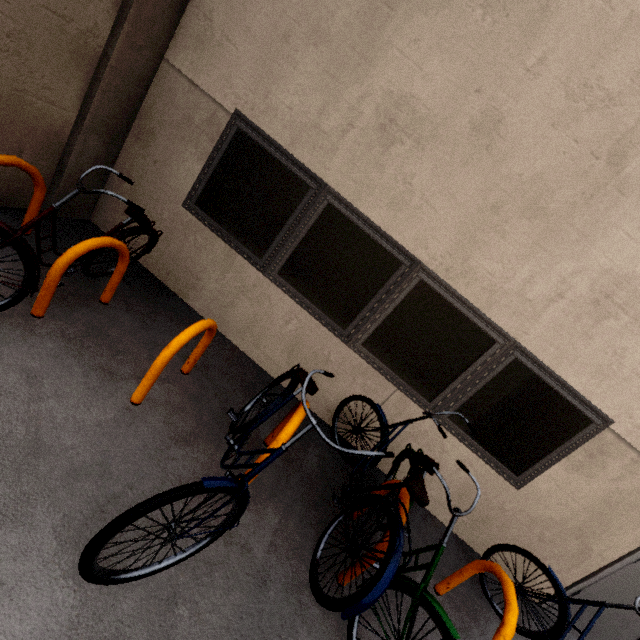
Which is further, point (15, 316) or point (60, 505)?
point (15, 316)

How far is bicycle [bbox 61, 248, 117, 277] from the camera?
2.7 meters

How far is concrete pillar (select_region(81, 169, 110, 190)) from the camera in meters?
3.5 m

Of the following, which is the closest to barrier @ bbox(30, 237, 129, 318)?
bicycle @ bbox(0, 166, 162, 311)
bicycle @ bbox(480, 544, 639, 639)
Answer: bicycle @ bbox(0, 166, 162, 311)

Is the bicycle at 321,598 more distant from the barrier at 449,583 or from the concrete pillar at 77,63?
the concrete pillar at 77,63

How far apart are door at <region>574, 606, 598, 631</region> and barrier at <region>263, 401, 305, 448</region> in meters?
3.8 m

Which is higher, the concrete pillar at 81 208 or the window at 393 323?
the window at 393 323
